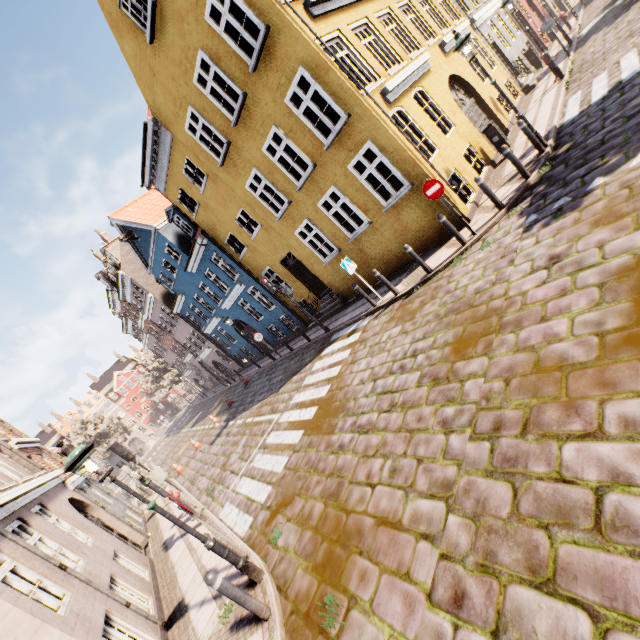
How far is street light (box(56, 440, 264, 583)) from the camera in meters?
4.6

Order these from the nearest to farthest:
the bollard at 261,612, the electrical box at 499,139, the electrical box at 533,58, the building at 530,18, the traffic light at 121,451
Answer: the bollard at 261,612 < the traffic light at 121,451 < the electrical box at 499,139 < the electrical box at 533,58 < the building at 530,18

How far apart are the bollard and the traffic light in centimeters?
559cm

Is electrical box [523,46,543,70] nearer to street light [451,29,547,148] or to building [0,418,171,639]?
building [0,418,171,639]

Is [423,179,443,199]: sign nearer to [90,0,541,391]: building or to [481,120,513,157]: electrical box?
[90,0,541,391]: building

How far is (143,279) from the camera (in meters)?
25.92

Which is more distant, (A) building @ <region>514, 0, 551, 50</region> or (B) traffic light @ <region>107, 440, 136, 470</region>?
(A) building @ <region>514, 0, 551, 50</region>

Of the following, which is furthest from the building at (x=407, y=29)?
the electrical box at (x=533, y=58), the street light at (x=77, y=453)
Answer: the street light at (x=77, y=453)
